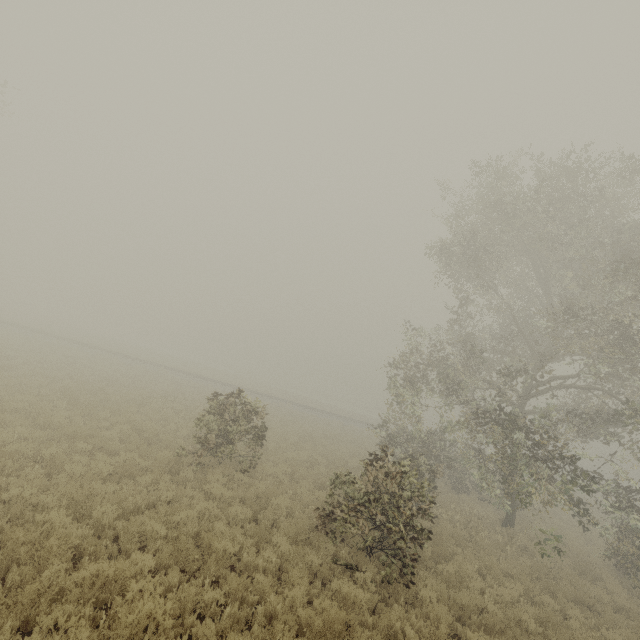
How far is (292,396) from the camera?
50.5m
